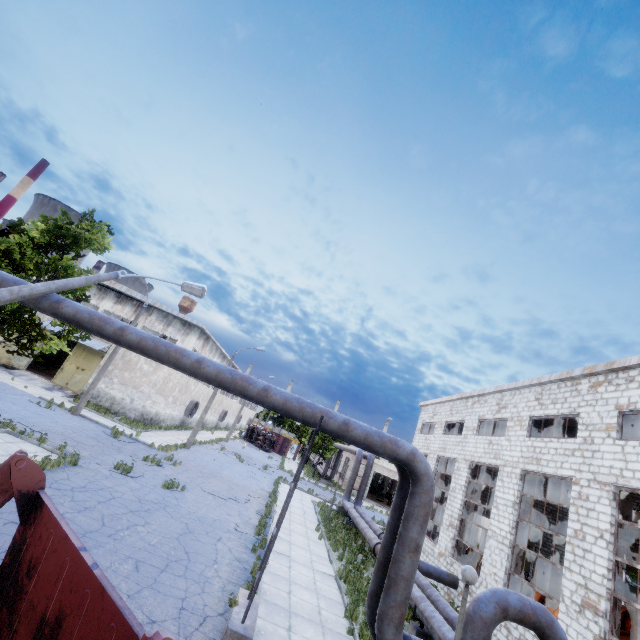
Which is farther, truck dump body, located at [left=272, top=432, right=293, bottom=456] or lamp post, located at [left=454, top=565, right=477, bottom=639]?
truck dump body, located at [left=272, top=432, right=293, bottom=456]

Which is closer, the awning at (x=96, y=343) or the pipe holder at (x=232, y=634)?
the pipe holder at (x=232, y=634)

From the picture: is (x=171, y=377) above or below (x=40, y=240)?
below

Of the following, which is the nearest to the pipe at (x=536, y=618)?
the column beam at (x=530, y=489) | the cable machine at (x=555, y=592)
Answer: the column beam at (x=530, y=489)

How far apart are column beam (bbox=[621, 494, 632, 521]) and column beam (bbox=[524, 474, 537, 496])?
4.0 meters

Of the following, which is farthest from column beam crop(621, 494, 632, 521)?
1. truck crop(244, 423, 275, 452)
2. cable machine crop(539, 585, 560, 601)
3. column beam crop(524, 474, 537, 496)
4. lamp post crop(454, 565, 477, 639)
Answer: truck crop(244, 423, 275, 452)

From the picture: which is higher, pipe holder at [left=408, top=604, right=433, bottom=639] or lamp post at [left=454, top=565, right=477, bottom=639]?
lamp post at [left=454, top=565, right=477, bottom=639]

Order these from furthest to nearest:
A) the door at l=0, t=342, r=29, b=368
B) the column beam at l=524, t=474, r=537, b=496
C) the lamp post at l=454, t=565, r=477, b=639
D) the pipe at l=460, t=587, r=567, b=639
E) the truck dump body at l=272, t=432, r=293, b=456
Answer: the truck dump body at l=272, t=432, r=293, b=456 → the door at l=0, t=342, r=29, b=368 → the column beam at l=524, t=474, r=537, b=496 → the pipe at l=460, t=587, r=567, b=639 → the lamp post at l=454, t=565, r=477, b=639
